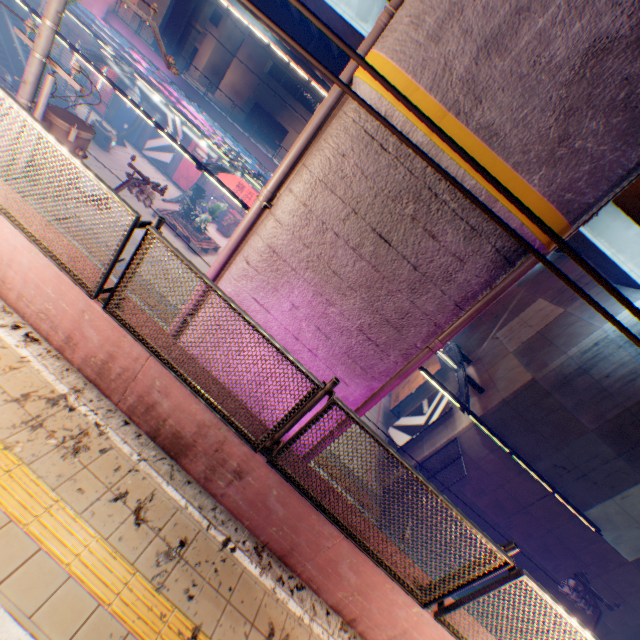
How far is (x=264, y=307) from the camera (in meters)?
4.99

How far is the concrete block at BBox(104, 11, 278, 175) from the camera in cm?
2552

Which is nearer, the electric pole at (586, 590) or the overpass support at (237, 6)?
the electric pole at (586, 590)

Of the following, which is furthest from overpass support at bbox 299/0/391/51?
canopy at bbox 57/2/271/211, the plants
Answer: the plants

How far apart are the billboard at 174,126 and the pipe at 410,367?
28.8 meters

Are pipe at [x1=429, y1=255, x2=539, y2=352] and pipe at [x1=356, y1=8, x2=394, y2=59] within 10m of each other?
yes

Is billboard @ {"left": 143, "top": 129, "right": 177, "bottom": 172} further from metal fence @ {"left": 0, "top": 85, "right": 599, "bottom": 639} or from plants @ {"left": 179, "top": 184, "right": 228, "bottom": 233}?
plants @ {"left": 179, "top": 184, "right": 228, "bottom": 233}

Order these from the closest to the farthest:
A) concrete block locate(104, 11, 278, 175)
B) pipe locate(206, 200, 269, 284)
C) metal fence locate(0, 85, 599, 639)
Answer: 1. metal fence locate(0, 85, 599, 639)
2. pipe locate(206, 200, 269, 284)
3. concrete block locate(104, 11, 278, 175)
